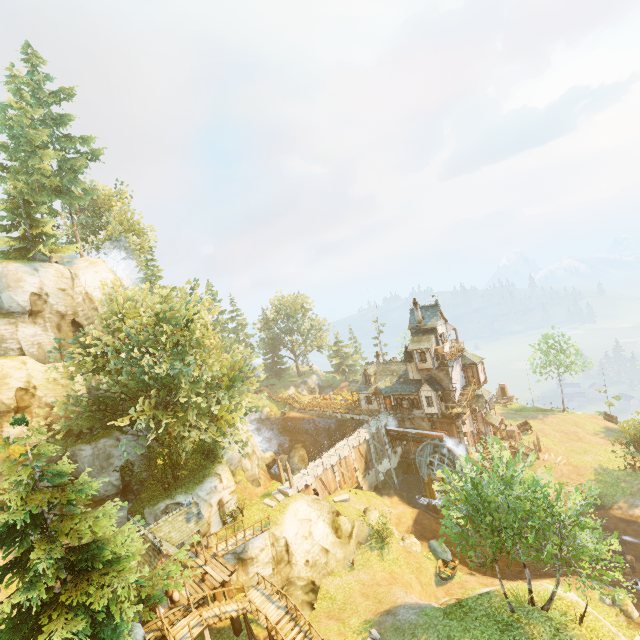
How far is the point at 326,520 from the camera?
28.9 meters

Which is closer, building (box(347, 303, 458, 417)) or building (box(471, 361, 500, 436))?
building (box(347, 303, 458, 417))

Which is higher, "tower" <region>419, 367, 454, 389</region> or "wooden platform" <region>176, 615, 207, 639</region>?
"tower" <region>419, 367, 454, 389</region>

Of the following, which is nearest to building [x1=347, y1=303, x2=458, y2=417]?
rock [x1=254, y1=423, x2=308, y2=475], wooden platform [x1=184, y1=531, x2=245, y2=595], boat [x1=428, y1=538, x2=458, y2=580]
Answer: rock [x1=254, y1=423, x2=308, y2=475]

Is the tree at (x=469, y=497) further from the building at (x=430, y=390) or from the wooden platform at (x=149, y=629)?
the building at (x=430, y=390)

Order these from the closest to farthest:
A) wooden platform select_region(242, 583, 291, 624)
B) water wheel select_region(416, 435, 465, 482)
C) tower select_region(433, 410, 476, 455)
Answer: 1. wooden platform select_region(242, 583, 291, 624)
2. water wheel select_region(416, 435, 465, 482)
3. tower select_region(433, 410, 476, 455)

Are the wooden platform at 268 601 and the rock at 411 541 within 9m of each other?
no

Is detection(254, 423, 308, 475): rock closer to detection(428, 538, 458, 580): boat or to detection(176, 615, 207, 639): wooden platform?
detection(176, 615, 207, 639): wooden platform
